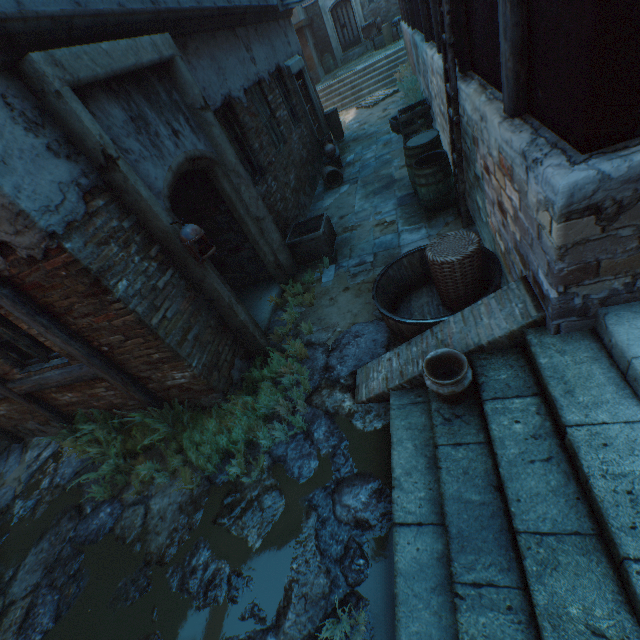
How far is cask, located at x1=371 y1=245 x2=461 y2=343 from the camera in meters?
→ 3.4

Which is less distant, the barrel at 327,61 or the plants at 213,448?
the plants at 213,448

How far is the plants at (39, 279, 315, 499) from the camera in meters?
3.6

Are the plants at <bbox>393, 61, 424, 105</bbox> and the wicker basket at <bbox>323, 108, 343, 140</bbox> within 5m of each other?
yes

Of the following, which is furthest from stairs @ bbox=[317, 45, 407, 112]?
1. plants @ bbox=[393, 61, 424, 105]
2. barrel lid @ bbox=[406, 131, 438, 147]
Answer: barrel lid @ bbox=[406, 131, 438, 147]

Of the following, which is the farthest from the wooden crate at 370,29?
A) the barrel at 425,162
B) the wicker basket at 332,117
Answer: the barrel at 425,162

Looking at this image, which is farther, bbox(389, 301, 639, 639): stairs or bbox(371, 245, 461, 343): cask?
bbox(371, 245, 461, 343): cask

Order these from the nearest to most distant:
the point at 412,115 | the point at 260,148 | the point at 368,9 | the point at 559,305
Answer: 1. the point at 559,305
2. the point at 260,148
3. the point at 412,115
4. the point at 368,9
